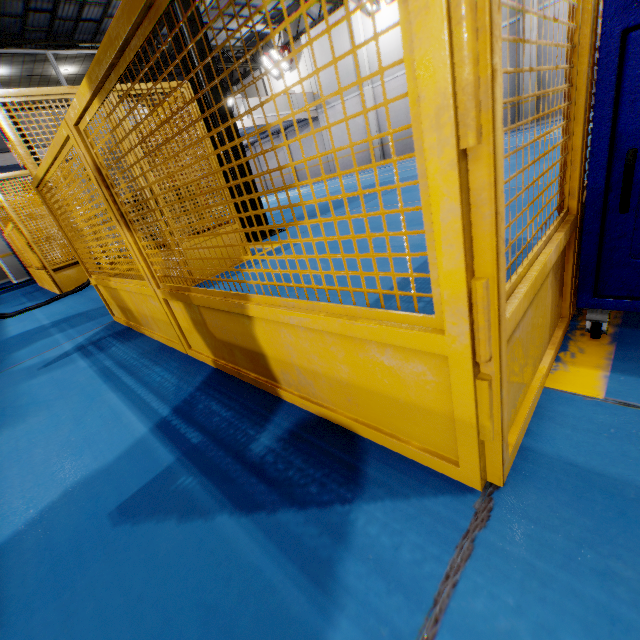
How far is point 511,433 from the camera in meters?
1.0 m

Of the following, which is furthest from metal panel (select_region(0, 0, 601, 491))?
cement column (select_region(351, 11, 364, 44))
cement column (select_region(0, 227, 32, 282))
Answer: cement column (select_region(351, 11, 364, 44))

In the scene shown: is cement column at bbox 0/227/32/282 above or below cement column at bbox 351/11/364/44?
below

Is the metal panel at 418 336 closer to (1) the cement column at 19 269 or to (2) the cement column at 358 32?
(1) the cement column at 19 269

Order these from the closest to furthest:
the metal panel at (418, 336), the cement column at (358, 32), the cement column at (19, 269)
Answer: the metal panel at (418, 336), the cement column at (19, 269), the cement column at (358, 32)

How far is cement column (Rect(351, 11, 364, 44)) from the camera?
16.73m

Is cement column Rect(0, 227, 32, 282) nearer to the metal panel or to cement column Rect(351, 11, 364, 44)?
the metal panel

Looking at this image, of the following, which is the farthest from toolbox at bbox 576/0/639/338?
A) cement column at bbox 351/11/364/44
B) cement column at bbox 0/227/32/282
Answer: cement column at bbox 351/11/364/44
